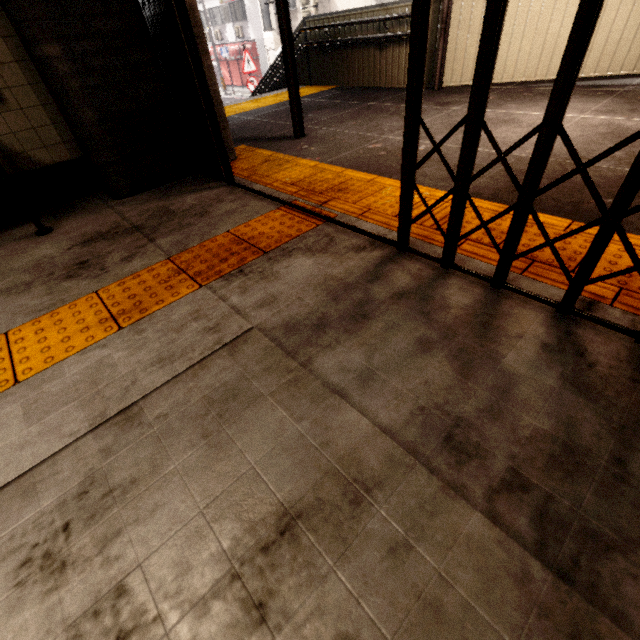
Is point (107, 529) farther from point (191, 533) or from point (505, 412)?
point (505, 412)

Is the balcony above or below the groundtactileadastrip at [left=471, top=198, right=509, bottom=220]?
above

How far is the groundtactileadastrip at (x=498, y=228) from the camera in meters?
1.9 m

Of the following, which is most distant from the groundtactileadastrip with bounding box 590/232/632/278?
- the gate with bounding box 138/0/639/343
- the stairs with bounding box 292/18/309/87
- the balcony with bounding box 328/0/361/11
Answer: the balcony with bounding box 328/0/361/11

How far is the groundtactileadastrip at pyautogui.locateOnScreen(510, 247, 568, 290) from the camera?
1.6m

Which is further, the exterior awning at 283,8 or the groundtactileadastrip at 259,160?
the exterior awning at 283,8
